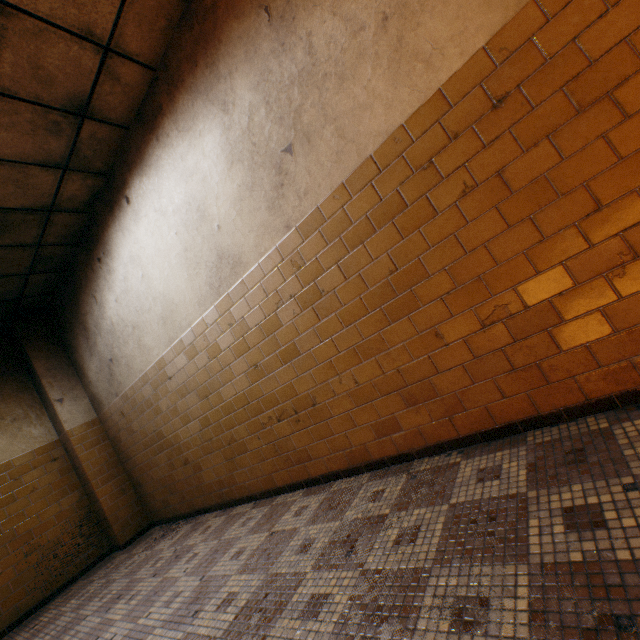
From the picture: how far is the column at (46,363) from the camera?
4.9 meters

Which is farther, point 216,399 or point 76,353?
point 76,353

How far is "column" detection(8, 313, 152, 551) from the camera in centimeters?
491cm
